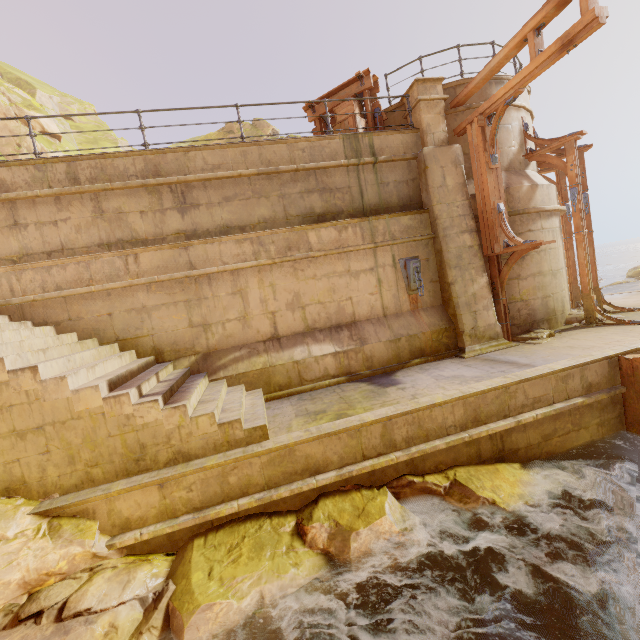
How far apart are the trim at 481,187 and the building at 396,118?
1.19m

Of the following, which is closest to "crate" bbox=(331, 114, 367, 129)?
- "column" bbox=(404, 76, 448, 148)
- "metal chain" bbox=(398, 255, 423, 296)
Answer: "column" bbox=(404, 76, 448, 148)

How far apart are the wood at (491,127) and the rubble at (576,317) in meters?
4.8 m

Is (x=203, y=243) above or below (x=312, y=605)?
above

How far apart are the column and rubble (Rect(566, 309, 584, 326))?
5.9m

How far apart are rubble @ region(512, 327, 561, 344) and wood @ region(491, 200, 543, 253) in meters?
2.3 m

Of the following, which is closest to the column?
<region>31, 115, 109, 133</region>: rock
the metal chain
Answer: the metal chain

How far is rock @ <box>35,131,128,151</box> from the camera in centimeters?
1803cm
